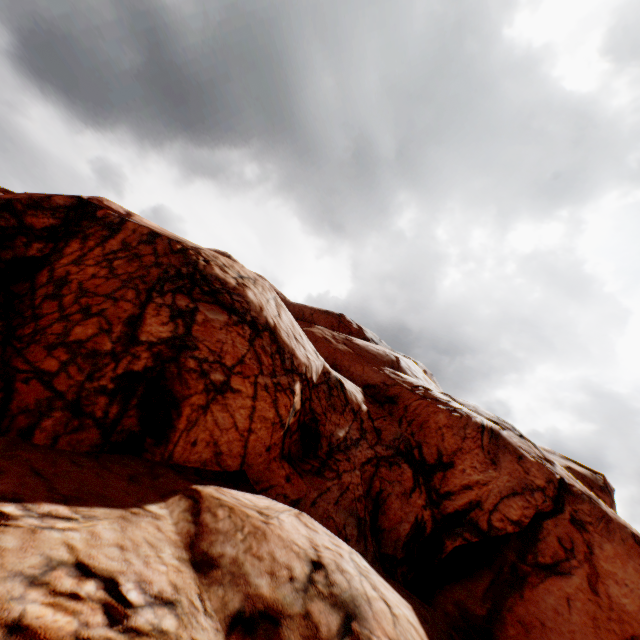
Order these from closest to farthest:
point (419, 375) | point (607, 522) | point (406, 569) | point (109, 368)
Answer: point (109, 368) → point (406, 569) → point (607, 522) → point (419, 375)
